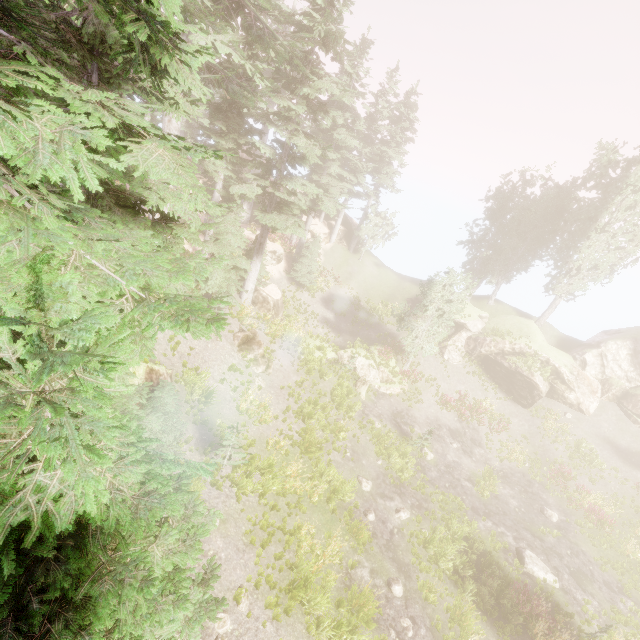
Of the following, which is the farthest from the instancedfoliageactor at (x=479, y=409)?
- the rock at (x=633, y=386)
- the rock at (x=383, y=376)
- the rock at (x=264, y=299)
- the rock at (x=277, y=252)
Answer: the rock at (x=383, y=376)

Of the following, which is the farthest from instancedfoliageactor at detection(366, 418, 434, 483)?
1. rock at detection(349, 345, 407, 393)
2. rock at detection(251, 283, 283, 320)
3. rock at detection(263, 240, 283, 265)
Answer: rock at detection(349, 345, 407, 393)

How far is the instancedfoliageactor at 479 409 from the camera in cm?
2669

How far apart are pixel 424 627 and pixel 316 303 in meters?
24.1 m

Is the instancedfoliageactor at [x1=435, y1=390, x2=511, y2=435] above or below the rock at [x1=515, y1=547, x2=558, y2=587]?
above

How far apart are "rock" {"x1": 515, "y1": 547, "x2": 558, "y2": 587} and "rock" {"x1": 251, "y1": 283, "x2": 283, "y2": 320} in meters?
20.5

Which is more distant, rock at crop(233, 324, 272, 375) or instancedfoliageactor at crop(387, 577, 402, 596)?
rock at crop(233, 324, 272, 375)

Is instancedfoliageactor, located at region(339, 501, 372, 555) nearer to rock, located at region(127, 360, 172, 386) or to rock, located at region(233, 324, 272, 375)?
rock, located at region(127, 360, 172, 386)
